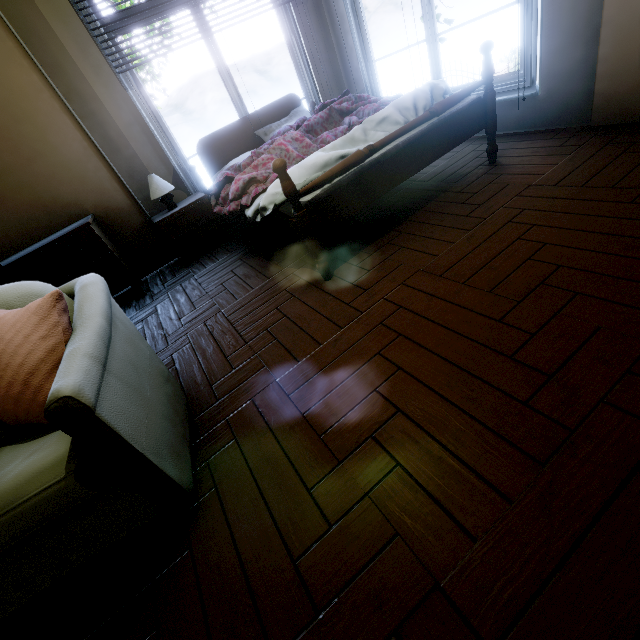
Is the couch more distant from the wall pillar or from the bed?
the wall pillar

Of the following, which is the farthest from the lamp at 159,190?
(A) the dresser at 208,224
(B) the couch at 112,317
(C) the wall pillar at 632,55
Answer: (C) the wall pillar at 632,55

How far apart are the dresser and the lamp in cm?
17

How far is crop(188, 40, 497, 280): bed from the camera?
1.9m

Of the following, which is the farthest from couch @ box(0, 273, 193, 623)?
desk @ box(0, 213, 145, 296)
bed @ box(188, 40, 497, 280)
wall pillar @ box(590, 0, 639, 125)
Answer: wall pillar @ box(590, 0, 639, 125)

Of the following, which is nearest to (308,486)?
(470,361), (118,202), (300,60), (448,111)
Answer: (470,361)

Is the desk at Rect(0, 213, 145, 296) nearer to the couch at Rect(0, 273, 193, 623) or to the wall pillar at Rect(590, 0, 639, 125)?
the couch at Rect(0, 273, 193, 623)

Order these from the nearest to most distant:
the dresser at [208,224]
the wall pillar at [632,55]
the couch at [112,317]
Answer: the couch at [112,317], the wall pillar at [632,55], the dresser at [208,224]
